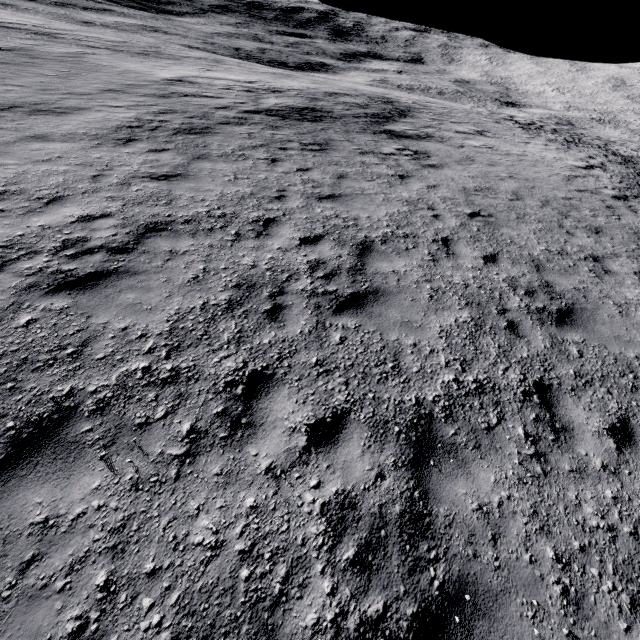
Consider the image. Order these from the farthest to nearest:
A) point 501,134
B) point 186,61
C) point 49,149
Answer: point 186,61
point 501,134
point 49,149
